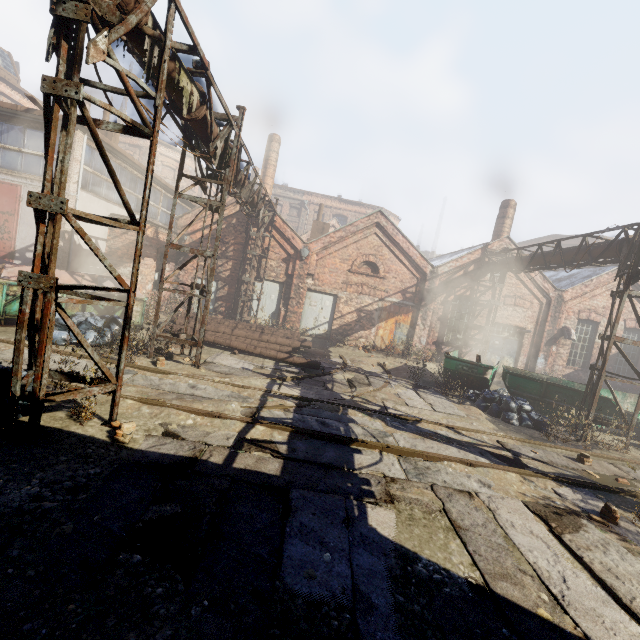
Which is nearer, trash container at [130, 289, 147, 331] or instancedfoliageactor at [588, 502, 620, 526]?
instancedfoliageactor at [588, 502, 620, 526]

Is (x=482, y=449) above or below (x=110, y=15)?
below

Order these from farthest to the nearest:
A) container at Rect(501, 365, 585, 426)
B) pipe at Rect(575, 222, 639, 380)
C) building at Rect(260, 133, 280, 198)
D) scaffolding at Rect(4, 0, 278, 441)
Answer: building at Rect(260, 133, 280, 198) → container at Rect(501, 365, 585, 426) → pipe at Rect(575, 222, 639, 380) → scaffolding at Rect(4, 0, 278, 441)

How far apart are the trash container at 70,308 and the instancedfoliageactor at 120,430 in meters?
6.4 m

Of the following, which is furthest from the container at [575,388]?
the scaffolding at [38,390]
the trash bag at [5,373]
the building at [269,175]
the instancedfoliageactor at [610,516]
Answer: the building at [269,175]

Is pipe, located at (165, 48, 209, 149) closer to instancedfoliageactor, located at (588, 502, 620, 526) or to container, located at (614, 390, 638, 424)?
container, located at (614, 390, 638, 424)

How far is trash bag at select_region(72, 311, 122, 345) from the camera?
9.0 meters
